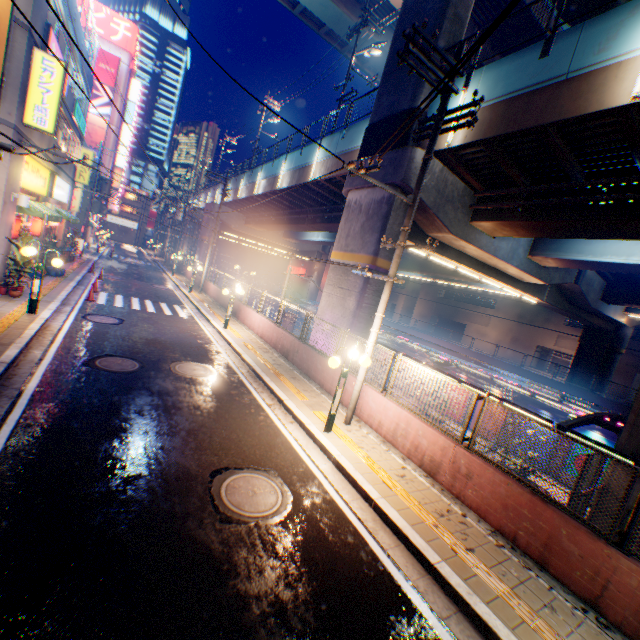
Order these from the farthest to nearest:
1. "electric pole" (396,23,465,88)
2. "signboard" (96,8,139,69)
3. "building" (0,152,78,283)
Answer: "signboard" (96,8,139,69)
"building" (0,152,78,283)
"electric pole" (396,23,465,88)

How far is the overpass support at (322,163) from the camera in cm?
1750

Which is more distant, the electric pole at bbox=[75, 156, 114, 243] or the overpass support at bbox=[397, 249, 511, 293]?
the overpass support at bbox=[397, 249, 511, 293]

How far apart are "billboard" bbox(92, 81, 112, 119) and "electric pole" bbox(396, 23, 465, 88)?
57.19m

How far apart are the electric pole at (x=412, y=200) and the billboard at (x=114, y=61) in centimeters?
5719cm

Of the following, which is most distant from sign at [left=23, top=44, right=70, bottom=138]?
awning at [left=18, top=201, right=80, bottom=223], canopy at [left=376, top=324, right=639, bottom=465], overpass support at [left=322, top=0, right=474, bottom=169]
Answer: canopy at [left=376, top=324, right=639, bottom=465]

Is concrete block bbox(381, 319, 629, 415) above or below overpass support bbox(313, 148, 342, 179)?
below

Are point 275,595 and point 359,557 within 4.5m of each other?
yes
